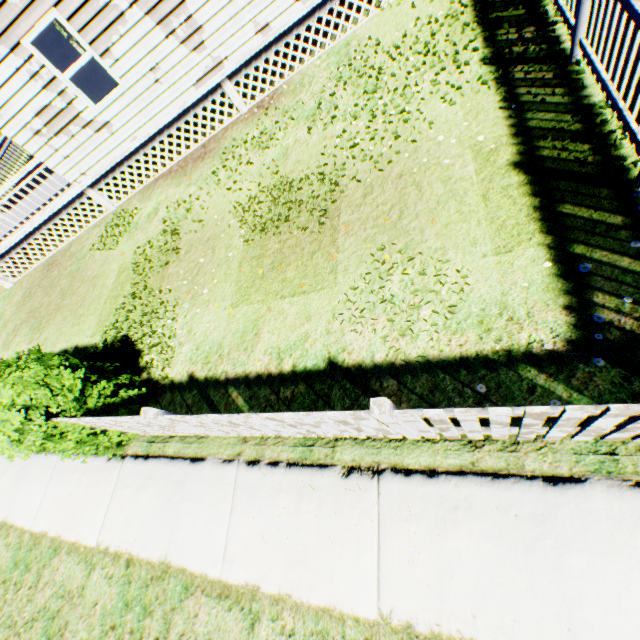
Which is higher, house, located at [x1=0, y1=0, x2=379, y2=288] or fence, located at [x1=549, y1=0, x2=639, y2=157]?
house, located at [x1=0, y1=0, x2=379, y2=288]

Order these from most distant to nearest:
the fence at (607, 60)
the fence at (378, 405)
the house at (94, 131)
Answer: the house at (94, 131) → the fence at (607, 60) → the fence at (378, 405)

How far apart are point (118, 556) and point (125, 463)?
1.2 meters

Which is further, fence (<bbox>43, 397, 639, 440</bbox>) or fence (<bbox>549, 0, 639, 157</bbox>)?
fence (<bbox>549, 0, 639, 157</bbox>)

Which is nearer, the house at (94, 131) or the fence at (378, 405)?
the fence at (378, 405)

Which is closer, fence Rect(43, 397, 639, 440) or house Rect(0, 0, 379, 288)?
fence Rect(43, 397, 639, 440)

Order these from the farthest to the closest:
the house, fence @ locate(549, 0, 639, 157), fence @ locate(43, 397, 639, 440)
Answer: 1. the house
2. fence @ locate(549, 0, 639, 157)
3. fence @ locate(43, 397, 639, 440)
